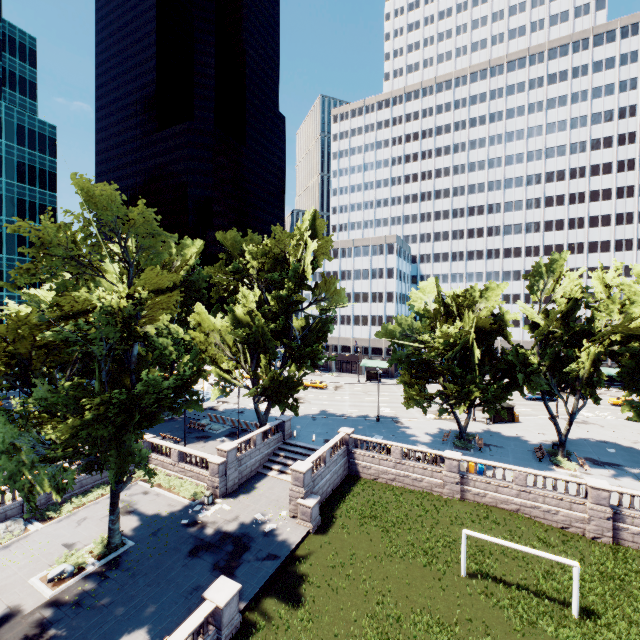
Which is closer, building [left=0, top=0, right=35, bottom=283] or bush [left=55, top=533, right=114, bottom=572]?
bush [left=55, top=533, right=114, bottom=572]

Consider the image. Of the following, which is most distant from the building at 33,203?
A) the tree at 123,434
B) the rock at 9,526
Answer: the rock at 9,526

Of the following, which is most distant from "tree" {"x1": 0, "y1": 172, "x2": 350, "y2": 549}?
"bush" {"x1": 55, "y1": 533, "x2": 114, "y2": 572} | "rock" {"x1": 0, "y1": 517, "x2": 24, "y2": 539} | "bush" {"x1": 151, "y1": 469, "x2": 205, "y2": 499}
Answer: "rock" {"x1": 0, "y1": 517, "x2": 24, "y2": 539}

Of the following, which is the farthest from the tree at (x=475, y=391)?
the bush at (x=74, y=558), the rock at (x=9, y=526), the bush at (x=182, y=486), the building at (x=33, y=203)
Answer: the building at (x=33, y=203)

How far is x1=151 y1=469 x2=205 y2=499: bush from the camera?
28.0m

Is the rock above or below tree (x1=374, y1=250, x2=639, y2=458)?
below

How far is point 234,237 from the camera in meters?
39.0

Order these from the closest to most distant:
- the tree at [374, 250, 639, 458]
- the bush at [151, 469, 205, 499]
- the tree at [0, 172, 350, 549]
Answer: the tree at [0, 172, 350, 549] < the bush at [151, 469, 205, 499] < the tree at [374, 250, 639, 458]
